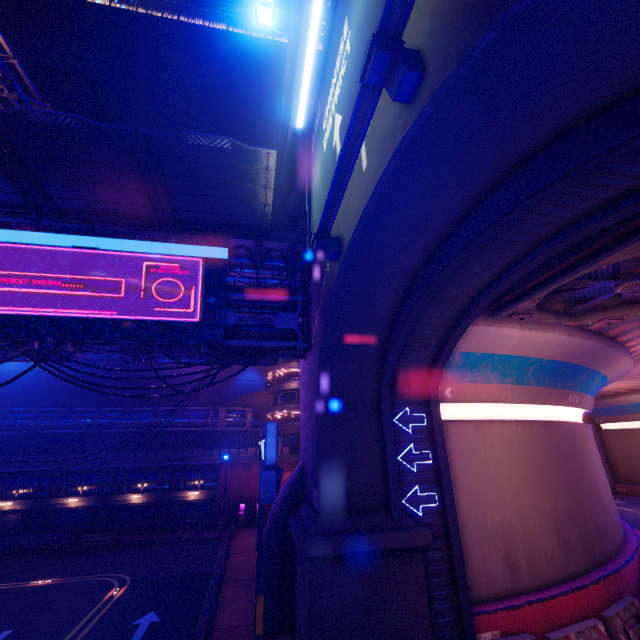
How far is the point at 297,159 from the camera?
18.5m

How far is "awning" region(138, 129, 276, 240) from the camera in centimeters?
1004cm

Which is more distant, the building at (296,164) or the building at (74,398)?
the building at (74,398)

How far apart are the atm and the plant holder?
9.4m

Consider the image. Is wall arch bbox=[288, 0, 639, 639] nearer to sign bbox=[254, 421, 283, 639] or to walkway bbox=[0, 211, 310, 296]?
walkway bbox=[0, 211, 310, 296]

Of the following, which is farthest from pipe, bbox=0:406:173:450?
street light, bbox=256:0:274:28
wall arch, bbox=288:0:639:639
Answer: street light, bbox=256:0:274:28

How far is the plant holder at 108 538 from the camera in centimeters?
2467cm

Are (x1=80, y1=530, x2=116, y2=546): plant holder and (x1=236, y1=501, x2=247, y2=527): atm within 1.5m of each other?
no
